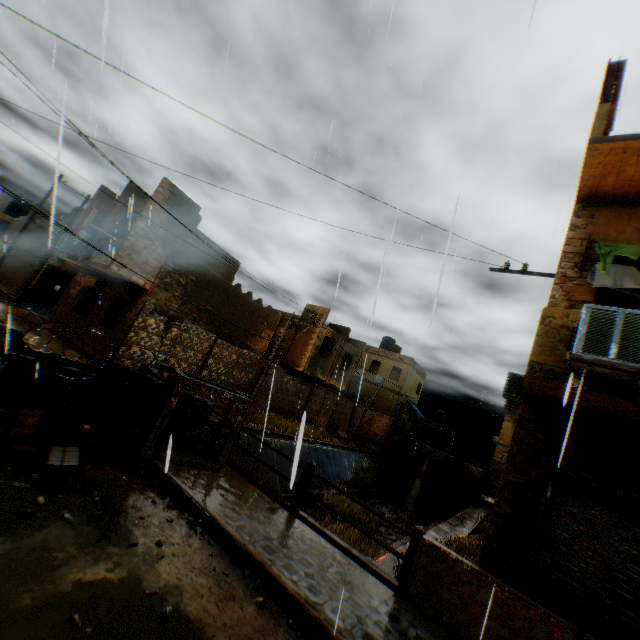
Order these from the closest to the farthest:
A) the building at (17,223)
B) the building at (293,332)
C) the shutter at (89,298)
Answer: the shutter at (89,298), the building at (293,332), the building at (17,223)

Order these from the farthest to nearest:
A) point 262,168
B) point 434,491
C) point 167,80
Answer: point 434,491
point 262,168
point 167,80

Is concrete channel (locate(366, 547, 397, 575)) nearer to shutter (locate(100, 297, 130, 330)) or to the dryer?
shutter (locate(100, 297, 130, 330))

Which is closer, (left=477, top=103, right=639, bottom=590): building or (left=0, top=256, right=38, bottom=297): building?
(left=477, top=103, right=639, bottom=590): building

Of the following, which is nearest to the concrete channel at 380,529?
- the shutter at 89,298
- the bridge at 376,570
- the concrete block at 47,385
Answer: the bridge at 376,570

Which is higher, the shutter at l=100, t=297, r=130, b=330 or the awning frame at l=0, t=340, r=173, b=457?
the shutter at l=100, t=297, r=130, b=330

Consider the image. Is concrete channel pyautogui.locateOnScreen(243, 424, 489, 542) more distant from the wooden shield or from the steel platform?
the wooden shield

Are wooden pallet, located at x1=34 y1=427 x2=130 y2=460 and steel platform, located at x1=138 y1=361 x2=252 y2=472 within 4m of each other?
yes
